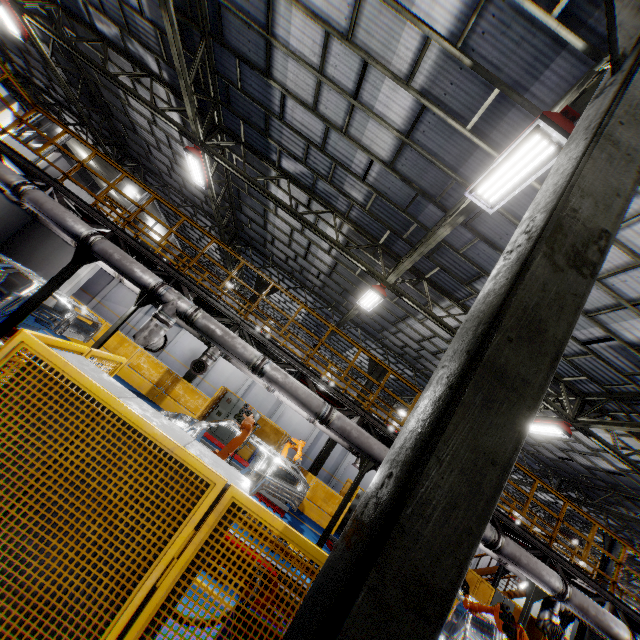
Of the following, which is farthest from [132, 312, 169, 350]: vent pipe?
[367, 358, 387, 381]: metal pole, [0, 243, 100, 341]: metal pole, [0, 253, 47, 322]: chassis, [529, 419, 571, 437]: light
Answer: [367, 358, 387, 381]: metal pole

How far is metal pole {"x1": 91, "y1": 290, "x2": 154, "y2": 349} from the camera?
11.1m

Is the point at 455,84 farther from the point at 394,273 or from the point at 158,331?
the point at 158,331

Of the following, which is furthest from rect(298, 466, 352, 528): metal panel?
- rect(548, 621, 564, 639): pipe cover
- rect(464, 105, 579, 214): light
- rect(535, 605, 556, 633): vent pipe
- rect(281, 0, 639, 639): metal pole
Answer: rect(464, 105, 579, 214): light

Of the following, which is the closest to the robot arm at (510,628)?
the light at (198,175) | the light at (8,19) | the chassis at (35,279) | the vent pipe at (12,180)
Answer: the chassis at (35,279)

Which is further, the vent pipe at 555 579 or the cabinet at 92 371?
the vent pipe at 555 579

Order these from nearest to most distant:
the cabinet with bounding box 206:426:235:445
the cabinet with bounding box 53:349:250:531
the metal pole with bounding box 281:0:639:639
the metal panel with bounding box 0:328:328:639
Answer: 1. the metal pole with bounding box 281:0:639:639
2. the metal panel with bounding box 0:328:328:639
3. the cabinet with bounding box 53:349:250:531
4. the cabinet with bounding box 206:426:235:445

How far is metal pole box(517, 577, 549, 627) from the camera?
11.4m
